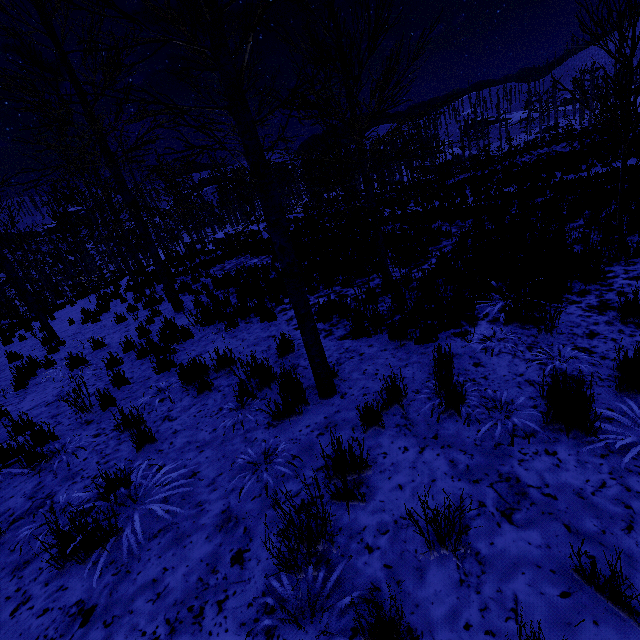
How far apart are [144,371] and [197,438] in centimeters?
291cm

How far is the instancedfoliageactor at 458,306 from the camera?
4.1 meters

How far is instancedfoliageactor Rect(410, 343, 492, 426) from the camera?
2.9 meters

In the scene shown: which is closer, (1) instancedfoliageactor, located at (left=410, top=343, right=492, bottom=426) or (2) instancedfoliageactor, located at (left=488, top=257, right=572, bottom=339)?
(1) instancedfoliageactor, located at (left=410, top=343, right=492, bottom=426)

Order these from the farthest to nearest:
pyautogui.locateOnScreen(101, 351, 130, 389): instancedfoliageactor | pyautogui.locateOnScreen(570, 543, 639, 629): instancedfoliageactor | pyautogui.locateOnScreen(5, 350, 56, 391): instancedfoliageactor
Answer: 1. pyautogui.locateOnScreen(5, 350, 56, 391): instancedfoliageactor
2. pyautogui.locateOnScreen(101, 351, 130, 389): instancedfoliageactor
3. pyautogui.locateOnScreen(570, 543, 639, 629): instancedfoliageactor
